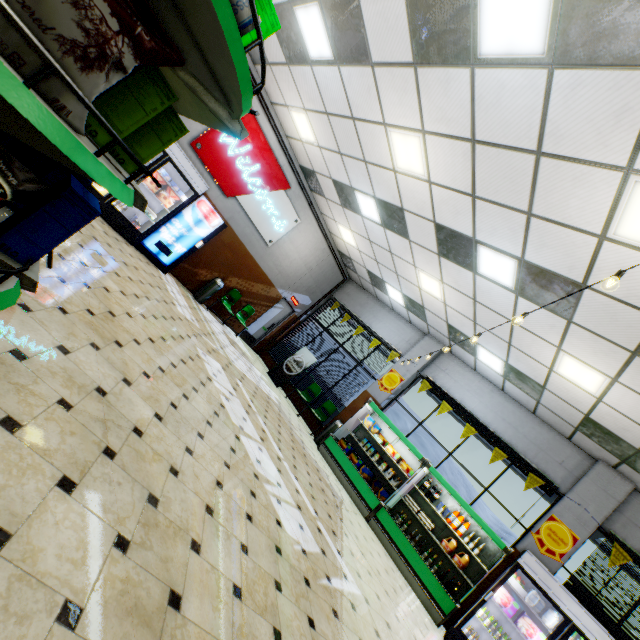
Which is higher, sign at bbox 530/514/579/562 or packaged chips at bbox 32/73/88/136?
sign at bbox 530/514/579/562

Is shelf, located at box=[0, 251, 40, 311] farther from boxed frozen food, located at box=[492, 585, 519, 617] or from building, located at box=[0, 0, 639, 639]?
boxed frozen food, located at box=[492, 585, 519, 617]

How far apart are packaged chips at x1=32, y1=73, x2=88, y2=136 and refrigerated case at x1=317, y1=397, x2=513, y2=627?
8.54m

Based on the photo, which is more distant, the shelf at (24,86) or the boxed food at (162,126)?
the boxed food at (162,126)

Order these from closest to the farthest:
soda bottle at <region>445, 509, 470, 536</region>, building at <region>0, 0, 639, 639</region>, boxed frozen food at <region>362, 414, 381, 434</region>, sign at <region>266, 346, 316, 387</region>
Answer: building at <region>0, 0, 639, 639</region>
soda bottle at <region>445, 509, 470, 536</region>
boxed frozen food at <region>362, 414, 381, 434</region>
sign at <region>266, 346, 316, 387</region>

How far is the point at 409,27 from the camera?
3.9 meters

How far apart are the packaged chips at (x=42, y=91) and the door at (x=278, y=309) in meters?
11.2 m

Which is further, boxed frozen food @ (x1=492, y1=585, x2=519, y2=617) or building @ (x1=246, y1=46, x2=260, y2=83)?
building @ (x1=246, y1=46, x2=260, y2=83)
